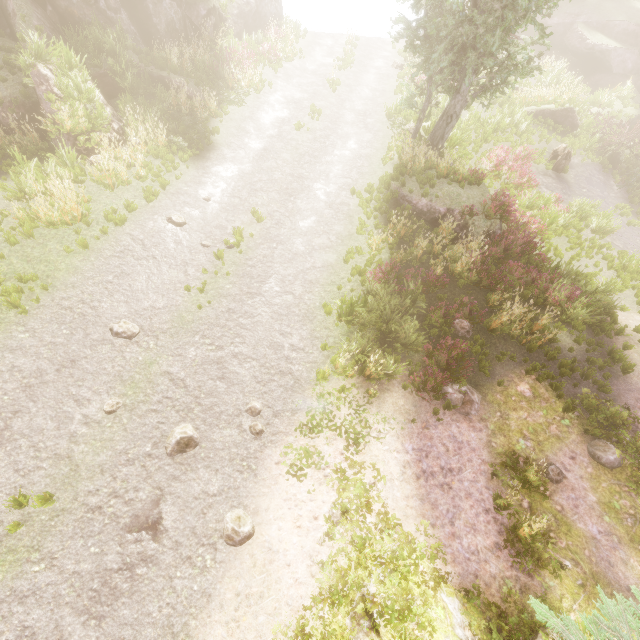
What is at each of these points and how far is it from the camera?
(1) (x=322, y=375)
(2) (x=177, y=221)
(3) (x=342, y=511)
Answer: (1) instancedfoliageactor, 8.4 meters
(2) instancedfoliageactor, 10.6 meters
(3) instancedfoliageactor, 6.8 meters

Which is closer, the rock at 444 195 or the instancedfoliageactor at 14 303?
the instancedfoliageactor at 14 303

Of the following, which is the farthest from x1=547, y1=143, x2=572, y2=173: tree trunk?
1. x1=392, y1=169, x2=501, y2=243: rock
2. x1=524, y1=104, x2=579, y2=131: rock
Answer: x1=392, y1=169, x2=501, y2=243: rock

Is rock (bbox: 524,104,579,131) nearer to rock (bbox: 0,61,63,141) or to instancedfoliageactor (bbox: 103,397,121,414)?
instancedfoliageactor (bbox: 103,397,121,414)

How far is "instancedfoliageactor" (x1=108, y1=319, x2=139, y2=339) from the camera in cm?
814

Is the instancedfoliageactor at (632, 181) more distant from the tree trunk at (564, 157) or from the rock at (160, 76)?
the tree trunk at (564, 157)

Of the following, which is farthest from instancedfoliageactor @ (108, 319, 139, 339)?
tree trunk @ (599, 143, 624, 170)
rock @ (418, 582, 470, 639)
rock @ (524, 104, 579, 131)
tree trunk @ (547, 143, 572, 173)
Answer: tree trunk @ (547, 143, 572, 173)

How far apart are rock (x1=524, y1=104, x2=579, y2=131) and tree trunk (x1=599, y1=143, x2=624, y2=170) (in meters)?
1.94
